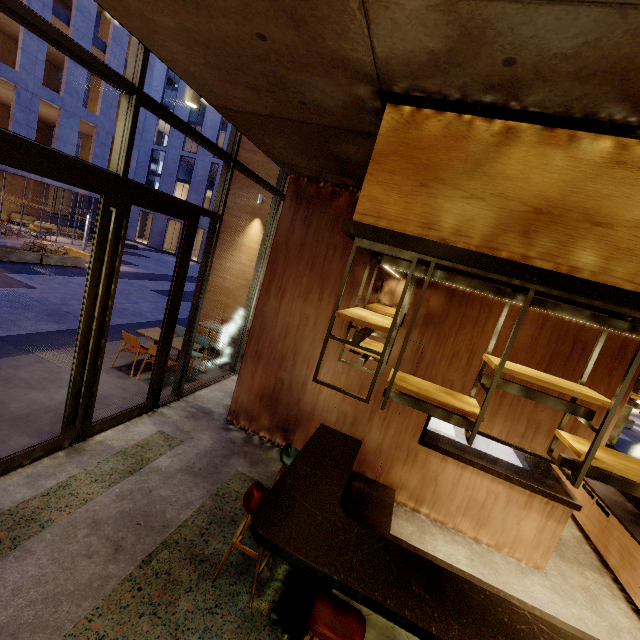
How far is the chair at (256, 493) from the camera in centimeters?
309cm

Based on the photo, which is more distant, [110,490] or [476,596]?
[110,490]

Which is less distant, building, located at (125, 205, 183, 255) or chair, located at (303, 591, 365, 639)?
chair, located at (303, 591, 365, 639)

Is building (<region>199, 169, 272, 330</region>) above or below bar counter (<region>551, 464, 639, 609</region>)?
above

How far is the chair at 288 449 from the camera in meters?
4.0 m

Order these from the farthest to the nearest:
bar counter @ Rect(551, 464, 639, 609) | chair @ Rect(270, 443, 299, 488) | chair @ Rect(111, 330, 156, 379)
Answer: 1. chair @ Rect(111, 330, 156, 379)
2. bar counter @ Rect(551, 464, 639, 609)
3. chair @ Rect(270, 443, 299, 488)

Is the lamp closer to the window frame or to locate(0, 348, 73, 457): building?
the window frame

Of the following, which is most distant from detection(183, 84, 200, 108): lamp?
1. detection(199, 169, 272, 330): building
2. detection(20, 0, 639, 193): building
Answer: detection(199, 169, 272, 330): building
